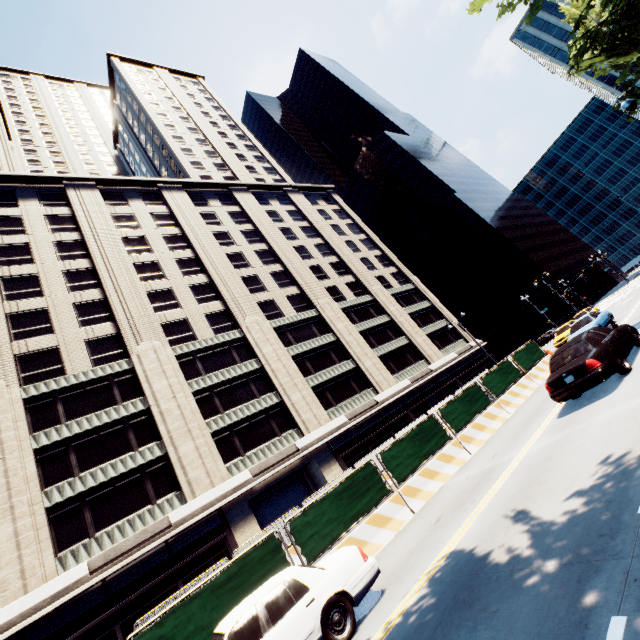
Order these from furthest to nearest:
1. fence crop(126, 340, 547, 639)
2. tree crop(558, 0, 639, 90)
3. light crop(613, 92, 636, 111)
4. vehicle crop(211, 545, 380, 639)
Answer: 1. tree crop(558, 0, 639, 90)
2. light crop(613, 92, 636, 111)
3. fence crop(126, 340, 547, 639)
4. vehicle crop(211, 545, 380, 639)

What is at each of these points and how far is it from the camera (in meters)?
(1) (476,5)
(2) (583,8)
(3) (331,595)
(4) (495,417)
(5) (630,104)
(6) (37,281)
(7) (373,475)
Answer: (1) tree, 20.97
(2) tree, 30.98
(3) vehicle, 6.11
(4) concrete barrier, 15.16
(5) light, 12.85
(6) building, 28.17
(7) fence, 11.10

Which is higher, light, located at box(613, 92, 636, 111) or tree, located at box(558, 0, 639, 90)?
tree, located at box(558, 0, 639, 90)

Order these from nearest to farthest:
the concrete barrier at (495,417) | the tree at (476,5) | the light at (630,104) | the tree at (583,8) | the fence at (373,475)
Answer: the fence at (373,475) < the concrete barrier at (495,417) < the light at (630,104) < the tree at (583,8) < the tree at (476,5)

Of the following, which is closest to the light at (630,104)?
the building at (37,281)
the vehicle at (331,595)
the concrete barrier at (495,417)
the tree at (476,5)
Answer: the tree at (476,5)

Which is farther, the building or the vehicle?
the building

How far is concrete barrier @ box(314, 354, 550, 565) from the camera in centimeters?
971cm

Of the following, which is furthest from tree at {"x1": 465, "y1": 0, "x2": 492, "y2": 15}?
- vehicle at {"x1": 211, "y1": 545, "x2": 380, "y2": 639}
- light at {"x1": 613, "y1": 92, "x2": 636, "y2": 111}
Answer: vehicle at {"x1": 211, "y1": 545, "x2": 380, "y2": 639}
